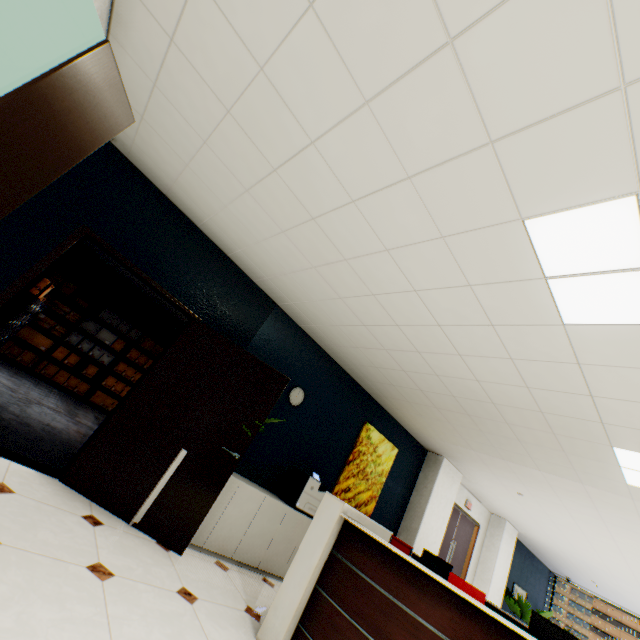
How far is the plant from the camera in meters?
8.3

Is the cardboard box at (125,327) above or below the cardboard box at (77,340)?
above

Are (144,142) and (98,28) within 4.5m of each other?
yes

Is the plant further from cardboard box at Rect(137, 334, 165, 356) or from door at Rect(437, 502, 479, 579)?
cardboard box at Rect(137, 334, 165, 356)

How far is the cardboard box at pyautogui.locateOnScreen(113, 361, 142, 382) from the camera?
8.15m

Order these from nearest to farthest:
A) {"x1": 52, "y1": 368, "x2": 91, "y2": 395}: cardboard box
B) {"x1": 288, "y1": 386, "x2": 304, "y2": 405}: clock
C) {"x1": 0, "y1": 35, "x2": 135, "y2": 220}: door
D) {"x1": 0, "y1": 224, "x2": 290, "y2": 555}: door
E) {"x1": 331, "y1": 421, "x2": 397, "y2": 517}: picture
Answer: {"x1": 0, "y1": 35, "x2": 135, "y2": 220}: door
{"x1": 0, "y1": 224, "x2": 290, "y2": 555}: door
{"x1": 288, "y1": 386, "x2": 304, "y2": 405}: clock
{"x1": 331, "y1": 421, "x2": 397, "y2": 517}: picture
{"x1": 52, "y1": 368, "x2": 91, "y2": 395}: cardboard box

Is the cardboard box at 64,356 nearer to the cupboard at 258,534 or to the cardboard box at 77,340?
the cardboard box at 77,340

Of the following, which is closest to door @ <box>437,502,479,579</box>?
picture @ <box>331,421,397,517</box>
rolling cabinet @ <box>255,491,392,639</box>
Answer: picture @ <box>331,421,397,517</box>
